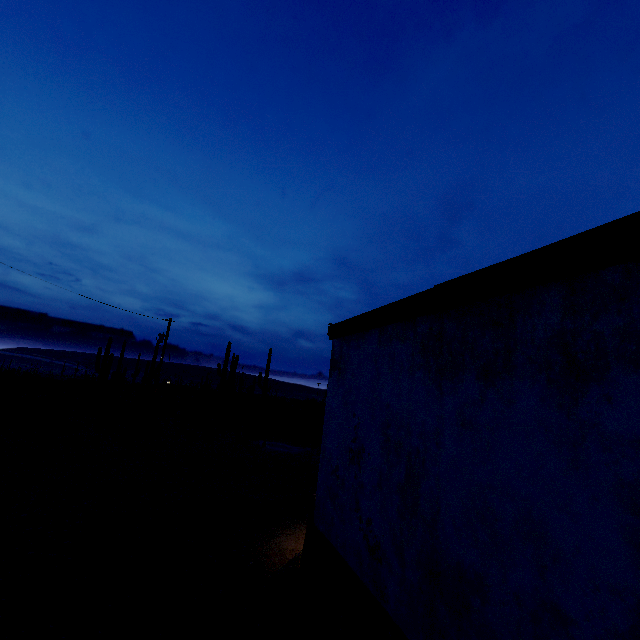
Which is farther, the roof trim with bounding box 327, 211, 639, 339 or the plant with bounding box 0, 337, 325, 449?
the plant with bounding box 0, 337, 325, 449

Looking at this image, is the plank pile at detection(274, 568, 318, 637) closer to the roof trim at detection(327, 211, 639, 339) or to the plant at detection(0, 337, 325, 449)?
the roof trim at detection(327, 211, 639, 339)

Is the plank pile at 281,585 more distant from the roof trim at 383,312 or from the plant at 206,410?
the plant at 206,410

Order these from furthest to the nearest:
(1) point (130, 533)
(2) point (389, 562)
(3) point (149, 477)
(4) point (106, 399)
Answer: (4) point (106, 399)
(3) point (149, 477)
(1) point (130, 533)
(2) point (389, 562)

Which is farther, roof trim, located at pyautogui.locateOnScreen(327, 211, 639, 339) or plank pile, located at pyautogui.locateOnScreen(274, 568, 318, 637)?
plank pile, located at pyautogui.locateOnScreen(274, 568, 318, 637)

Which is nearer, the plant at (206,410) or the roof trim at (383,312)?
the roof trim at (383,312)

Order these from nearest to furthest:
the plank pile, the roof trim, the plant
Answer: the roof trim → the plank pile → the plant
